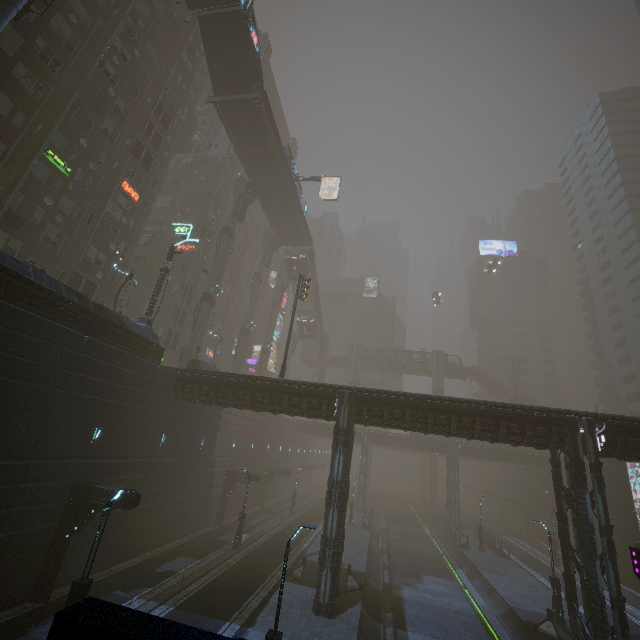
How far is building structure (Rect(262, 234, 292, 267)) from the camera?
49.4 meters

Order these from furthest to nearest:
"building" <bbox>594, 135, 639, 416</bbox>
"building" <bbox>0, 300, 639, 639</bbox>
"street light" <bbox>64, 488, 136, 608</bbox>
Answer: "building" <bbox>594, 135, 639, 416</bbox>, "building" <bbox>0, 300, 639, 639</bbox>, "street light" <bbox>64, 488, 136, 608</bbox>

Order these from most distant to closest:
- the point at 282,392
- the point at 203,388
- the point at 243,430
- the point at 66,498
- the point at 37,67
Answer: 1. the point at 243,430
2. the point at 37,67
3. the point at 203,388
4. the point at 282,392
5. the point at 66,498

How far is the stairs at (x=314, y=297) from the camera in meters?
53.9

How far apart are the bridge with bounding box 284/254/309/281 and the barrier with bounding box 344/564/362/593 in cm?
4093

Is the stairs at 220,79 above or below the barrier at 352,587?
above

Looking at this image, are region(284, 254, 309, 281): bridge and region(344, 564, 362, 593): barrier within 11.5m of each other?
no

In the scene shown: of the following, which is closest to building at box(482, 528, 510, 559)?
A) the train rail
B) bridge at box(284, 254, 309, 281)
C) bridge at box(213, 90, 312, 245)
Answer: the train rail
